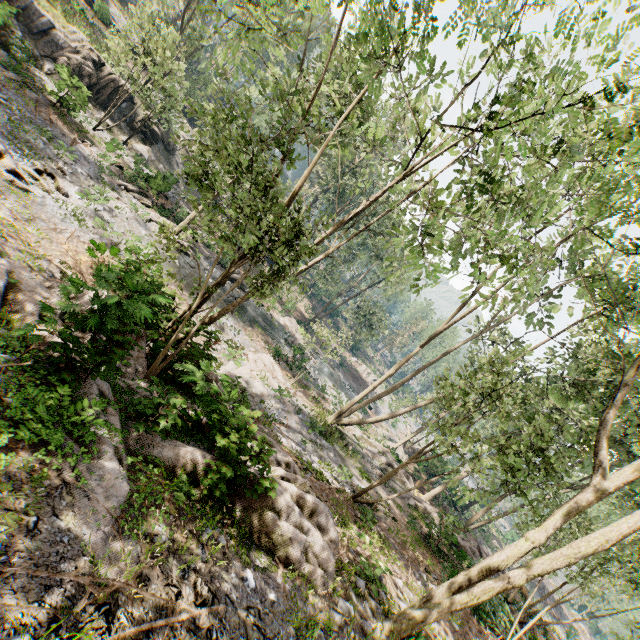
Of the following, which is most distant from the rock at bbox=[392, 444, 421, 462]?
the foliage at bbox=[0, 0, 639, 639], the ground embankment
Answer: the ground embankment

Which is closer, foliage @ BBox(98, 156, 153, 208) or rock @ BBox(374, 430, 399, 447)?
foliage @ BBox(98, 156, 153, 208)

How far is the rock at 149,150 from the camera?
25.9 meters

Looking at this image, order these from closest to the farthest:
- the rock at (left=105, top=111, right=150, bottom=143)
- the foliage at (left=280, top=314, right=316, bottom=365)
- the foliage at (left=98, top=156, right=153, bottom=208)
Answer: the foliage at (left=98, top=156, right=153, bottom=208) → the foliage at (left=280, top=314, right=316, bottom=365) → the rock at (left=105, top=111, right=150, bottom=143)

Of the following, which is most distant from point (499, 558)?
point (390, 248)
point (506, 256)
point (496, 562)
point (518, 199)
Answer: point (390, 248)

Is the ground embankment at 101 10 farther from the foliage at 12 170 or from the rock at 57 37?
the rock at 57 37

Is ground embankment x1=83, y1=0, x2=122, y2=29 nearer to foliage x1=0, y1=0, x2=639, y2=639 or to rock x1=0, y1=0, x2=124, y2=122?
foliage x1=0, y1=0, x2=639, y2=639

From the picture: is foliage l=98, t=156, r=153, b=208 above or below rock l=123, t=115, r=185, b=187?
below
